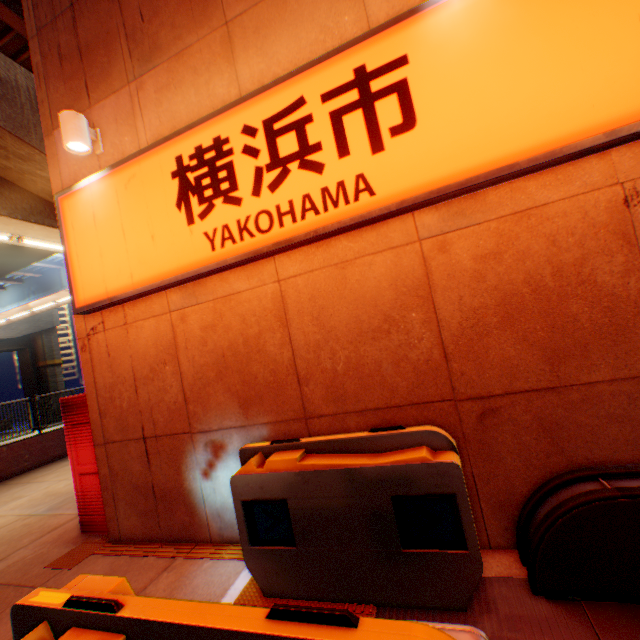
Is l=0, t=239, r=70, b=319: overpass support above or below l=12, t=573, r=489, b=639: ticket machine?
above

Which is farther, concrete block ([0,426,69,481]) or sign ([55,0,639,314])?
concrete block ([0,426,69,481])

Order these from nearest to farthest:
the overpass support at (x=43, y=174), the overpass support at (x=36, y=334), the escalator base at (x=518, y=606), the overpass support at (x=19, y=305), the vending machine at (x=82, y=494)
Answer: the escalator base at (x=518, y=606), the vending machine at (x=82, y=494), the overpass support at (x=43, y=174), the overpass support at (x=19, y=305), the overpass support at (x=36, y=334)

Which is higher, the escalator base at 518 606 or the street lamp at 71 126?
the street lamp at 71 126

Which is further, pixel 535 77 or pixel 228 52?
pixel 228 52

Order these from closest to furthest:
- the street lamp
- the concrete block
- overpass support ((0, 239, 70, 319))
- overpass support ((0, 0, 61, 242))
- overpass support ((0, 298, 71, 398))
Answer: the street lamp
overpass support ((0, 0, 61, 242))
the concrete block
overpass support ((0, 239, 70, 319))
overpass support ((0, 298, 71, 398))

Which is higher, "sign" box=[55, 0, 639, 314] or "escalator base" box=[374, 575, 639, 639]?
"sign" box=[55, 0, 639, 314]

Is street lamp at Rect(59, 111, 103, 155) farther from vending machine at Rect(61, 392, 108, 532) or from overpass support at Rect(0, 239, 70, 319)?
overpass support at Rect(0, 239, 70, 319)
